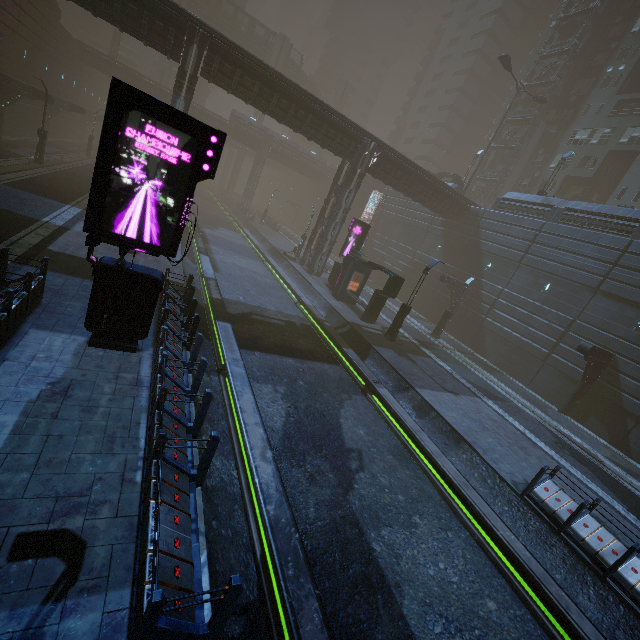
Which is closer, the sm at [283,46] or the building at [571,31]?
the building at [571,31]

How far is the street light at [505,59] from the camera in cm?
3186

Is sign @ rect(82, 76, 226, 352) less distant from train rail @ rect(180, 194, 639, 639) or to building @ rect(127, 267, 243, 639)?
building @ rect(127, 267, 243, 639)

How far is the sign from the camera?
6.7 meters

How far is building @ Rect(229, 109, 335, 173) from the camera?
50.9m

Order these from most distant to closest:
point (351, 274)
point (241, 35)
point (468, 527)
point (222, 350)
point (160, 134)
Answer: point (241, 35)
point (351, 274)
point (222, 350)
point (468, 527)
point (160, 134)
